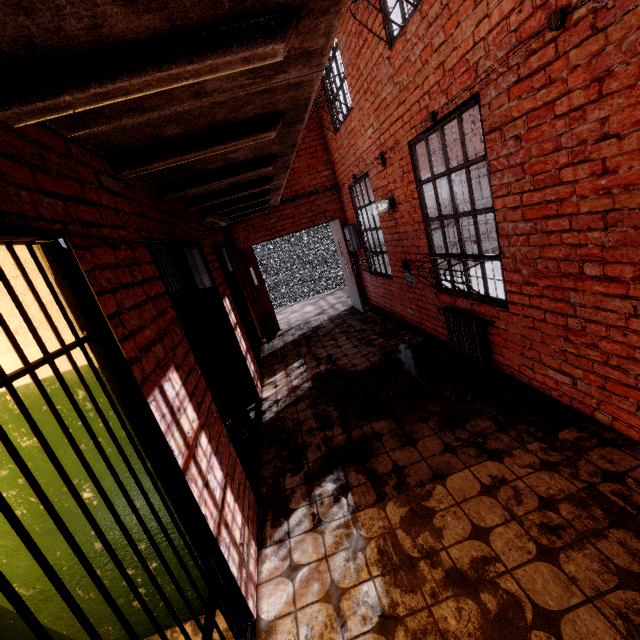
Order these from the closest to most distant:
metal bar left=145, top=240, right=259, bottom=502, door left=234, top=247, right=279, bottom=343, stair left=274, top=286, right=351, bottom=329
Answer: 1. metal bar left=145, top=240, right=259, bottom=502
2. door left=234, top=247, right=279, bottom=343
3. stair left=274, top=286, right=351, bottom=329

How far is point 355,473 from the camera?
2.85m

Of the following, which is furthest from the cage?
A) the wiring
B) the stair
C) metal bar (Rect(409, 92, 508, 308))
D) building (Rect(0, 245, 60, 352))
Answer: building (Rect(0, 245, 60, 352))

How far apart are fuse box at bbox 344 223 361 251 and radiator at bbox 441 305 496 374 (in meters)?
3.43

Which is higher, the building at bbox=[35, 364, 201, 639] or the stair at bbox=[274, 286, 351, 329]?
the building at bbox=[35, 364, 201, 639]

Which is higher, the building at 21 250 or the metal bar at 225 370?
the building at 21 250

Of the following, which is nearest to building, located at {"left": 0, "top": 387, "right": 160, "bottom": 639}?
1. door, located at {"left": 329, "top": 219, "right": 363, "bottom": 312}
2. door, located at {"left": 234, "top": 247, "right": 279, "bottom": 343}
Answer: door, located at {"left": 234, "top": 247, "right": 279, "bottom": 343}

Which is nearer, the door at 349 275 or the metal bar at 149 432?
the metal bar at 149 432
